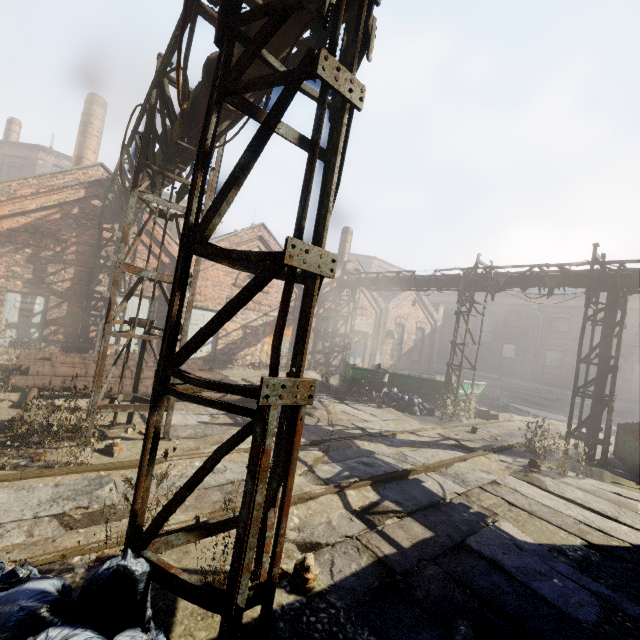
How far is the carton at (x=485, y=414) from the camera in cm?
1443

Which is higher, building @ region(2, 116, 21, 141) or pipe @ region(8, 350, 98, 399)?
building @ region(2, 116, 21, 141)

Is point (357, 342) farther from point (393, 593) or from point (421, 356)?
point (393, 593)

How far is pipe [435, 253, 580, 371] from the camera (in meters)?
11.86

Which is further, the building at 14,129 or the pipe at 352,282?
the building at 14,129

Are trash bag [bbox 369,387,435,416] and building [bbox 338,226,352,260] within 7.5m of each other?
no

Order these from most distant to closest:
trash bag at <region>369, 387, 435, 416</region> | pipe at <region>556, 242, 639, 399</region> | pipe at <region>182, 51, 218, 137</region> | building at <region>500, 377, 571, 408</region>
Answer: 1. building at <region>500, 377, 571, 408</region>
2. trash bag at <region>369, 387, 435, 416</region>
3. pipe at <region>556, 242, 639, 399</region>
4. pipe at <region>182, 51, 218, 137</region>

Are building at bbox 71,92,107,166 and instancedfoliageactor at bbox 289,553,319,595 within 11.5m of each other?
no
